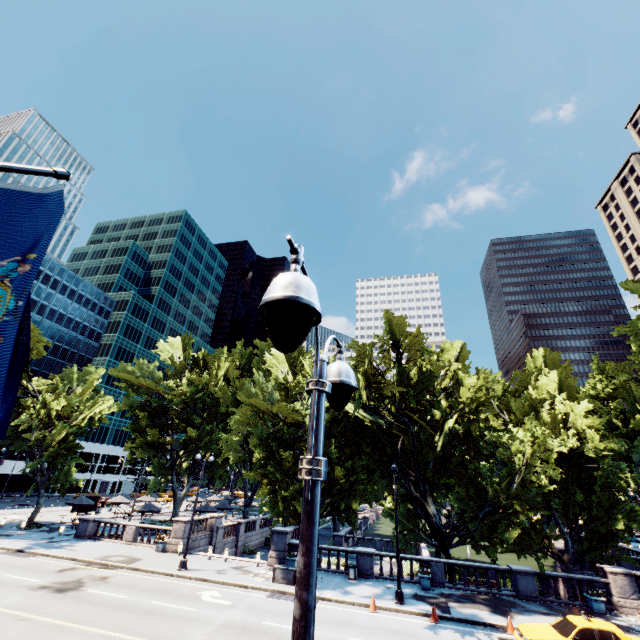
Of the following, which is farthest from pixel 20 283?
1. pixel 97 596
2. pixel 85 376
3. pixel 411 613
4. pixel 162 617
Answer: pixel 85 376

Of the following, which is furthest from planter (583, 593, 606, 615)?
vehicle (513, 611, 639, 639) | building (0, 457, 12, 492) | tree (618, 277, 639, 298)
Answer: building (0, 457, 12, 492)

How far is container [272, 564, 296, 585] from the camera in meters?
20.4 m

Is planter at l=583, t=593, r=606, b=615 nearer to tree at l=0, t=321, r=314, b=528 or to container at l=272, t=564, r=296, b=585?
tree at l=0, t=321, r=314, b=528

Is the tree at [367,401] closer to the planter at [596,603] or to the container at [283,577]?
the planter at [596,603]

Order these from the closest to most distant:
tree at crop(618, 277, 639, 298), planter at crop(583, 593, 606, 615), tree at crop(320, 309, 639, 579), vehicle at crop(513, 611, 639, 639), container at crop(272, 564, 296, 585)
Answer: vehicle at crop(513, 611, 639, 639), planter at crop(583, 593, 606, 615), container at crop(272, 564, 296, 585), tree at crop(320, 309, 639, 579), tree at crop(618, 277, 639, 298)

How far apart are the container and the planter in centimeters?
1759cm
